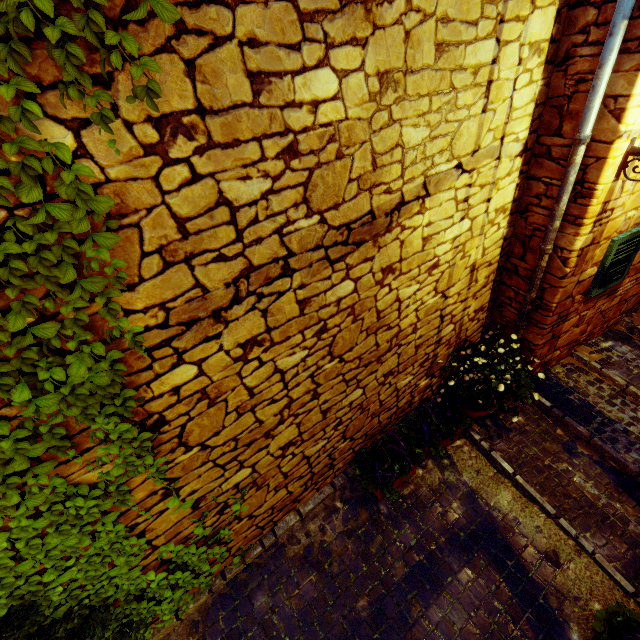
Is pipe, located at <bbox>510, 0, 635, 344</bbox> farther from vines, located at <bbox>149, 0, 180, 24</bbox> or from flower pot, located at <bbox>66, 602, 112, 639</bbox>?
flower pot, located at <bbox>66, 602, 112, 639</bbox>

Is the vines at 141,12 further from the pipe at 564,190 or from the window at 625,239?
the window at 625,239

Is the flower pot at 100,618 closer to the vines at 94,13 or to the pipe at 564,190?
the vines at 94,13

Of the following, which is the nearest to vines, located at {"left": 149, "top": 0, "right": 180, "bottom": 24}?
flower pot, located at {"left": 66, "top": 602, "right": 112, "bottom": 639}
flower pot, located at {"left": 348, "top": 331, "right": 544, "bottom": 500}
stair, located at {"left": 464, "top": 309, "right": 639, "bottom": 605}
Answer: flower pot, located at {"left": 66, "top": 602, "right": 112, "bottom": 639}

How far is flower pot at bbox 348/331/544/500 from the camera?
3.50m

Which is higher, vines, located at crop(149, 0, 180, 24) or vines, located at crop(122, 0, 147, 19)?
vines, located at crop(122, 0, 147, 19)

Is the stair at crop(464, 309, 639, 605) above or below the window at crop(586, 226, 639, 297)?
below

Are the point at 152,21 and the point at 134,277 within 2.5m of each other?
yes
